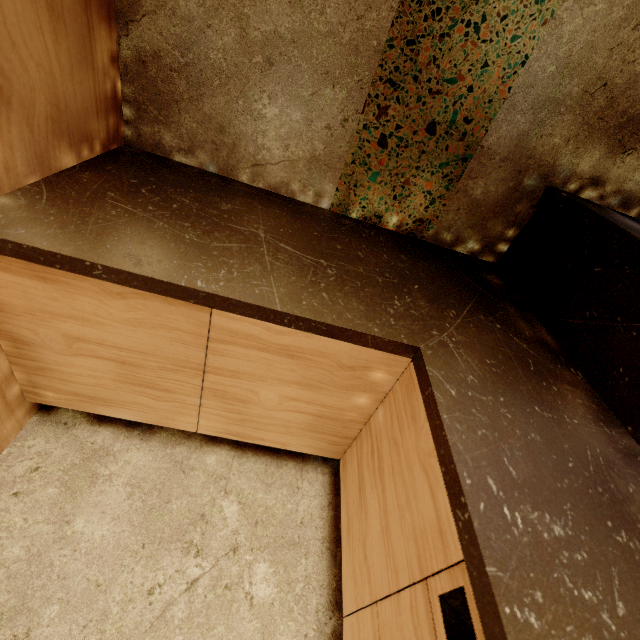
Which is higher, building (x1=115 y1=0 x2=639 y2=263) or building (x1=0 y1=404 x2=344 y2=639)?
building (x1=115 y1=0 x2=639 y2=263)

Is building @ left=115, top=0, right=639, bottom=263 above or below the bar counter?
above

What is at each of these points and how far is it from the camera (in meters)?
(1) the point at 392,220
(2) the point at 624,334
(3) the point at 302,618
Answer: (1) building, 1.51
(2) bar counter, 0.98
(3) building, 1.01

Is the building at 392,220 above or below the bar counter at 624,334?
above

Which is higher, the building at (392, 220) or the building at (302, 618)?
the building at (392, 220)
